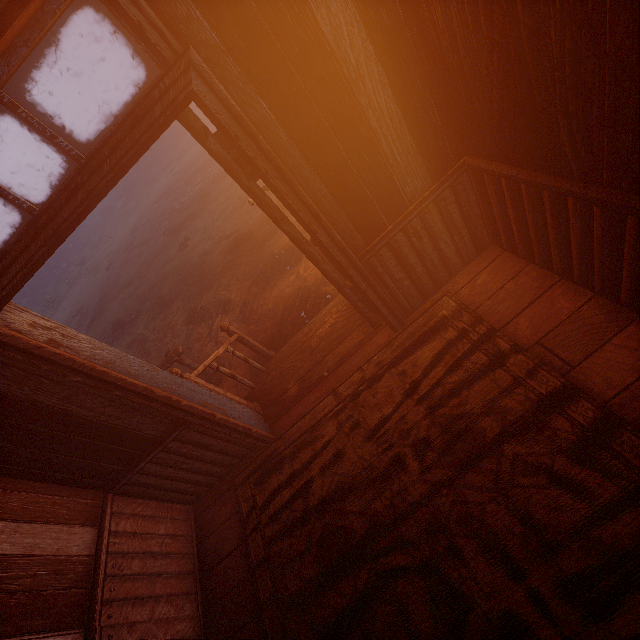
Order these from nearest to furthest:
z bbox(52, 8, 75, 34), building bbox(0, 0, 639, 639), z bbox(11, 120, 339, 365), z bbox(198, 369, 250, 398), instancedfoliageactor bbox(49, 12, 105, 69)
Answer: building bbox(0, 0, 639, 639) → z bbox(198, 369, 250, 398) → z bbox(11, 120, 339, 365) → instancedfoliageactor bbox(49, 12, 105, 69) → z bbox(52, 8, 75, 34)

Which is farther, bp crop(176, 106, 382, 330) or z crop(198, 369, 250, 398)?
z crop(198, 369, 250, 398)

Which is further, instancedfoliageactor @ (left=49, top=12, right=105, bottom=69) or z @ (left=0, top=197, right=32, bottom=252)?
instancedfoliageactor @ (left=49, top=12, right=105, bottom=69)

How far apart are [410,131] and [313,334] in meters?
2.0

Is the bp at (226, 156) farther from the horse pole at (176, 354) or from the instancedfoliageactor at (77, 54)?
the instancedfoliageactor at (77, 54)

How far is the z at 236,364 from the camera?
5.2 meters

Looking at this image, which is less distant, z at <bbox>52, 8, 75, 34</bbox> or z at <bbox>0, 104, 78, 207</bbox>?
z at <bbox>0, 104, 78, 207</bbox>
